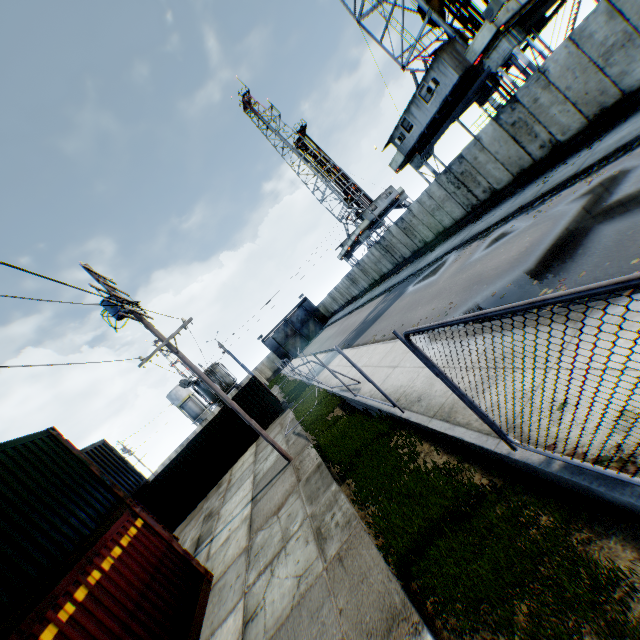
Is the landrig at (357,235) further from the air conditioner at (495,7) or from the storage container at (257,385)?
the air conditioner at (495,7)

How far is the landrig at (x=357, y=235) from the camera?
47.66m

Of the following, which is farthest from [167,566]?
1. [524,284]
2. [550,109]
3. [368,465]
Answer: [550,109]

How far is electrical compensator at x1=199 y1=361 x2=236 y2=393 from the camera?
29.09m

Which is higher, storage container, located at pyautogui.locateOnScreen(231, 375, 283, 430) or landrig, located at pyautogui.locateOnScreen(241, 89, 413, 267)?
landrig, located at pyautogui.locateOnScreen(241, 89, 413, 267)

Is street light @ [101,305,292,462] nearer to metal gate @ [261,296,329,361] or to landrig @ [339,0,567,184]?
landrig @ [339,0,567,184]

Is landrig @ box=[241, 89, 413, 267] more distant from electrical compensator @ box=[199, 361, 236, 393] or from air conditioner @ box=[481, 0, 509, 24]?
air conditioner @ box=[481, 0, 509, 24]

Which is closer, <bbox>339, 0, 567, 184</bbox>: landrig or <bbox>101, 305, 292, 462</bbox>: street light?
<bbox>101, 305, 292, 462</bbox>: street light
